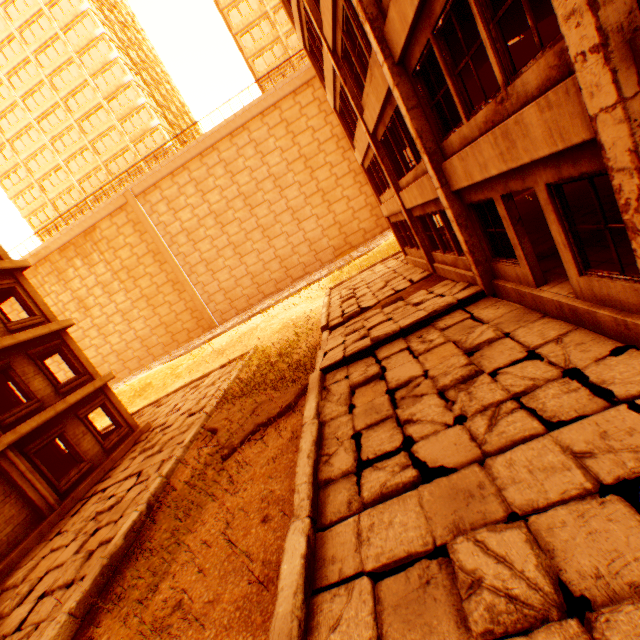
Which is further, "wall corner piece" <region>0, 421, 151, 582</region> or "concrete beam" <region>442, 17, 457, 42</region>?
"wall corner piece" <region>0, 421, 151, 582</region>

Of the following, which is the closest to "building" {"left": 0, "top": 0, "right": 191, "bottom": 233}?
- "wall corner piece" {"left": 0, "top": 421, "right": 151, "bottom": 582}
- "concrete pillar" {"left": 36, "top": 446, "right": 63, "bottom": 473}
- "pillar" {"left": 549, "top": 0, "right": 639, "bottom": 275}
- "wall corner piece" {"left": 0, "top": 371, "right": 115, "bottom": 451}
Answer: "wall corner piece" {"left": 0, "top": 371, "right": 115, "bottom": 451}

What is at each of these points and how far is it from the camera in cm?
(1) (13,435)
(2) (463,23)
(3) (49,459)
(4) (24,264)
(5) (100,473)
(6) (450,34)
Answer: (1) wall corner piece, 1088
(2) concrete beam, 683
(3) concrete pillar, 1628
(4) wall corner piece, 1429
(5) wall corner piece, 1291
(6) concrete beam, 689

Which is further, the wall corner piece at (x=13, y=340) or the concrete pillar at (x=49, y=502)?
the wall corner piece at (x=13, y=340)

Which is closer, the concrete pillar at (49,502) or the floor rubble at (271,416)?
the floor rubble at (271,416)

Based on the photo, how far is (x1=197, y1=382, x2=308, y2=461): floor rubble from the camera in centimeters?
880cm

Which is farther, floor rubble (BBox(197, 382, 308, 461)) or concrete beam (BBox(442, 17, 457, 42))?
floor rubble (BBox(197, 382, 308, 461))

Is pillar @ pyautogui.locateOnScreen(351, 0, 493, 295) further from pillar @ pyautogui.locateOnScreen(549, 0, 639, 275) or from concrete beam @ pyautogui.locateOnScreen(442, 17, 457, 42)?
pillar @ pyautogui.locateOnScreen(549, 0, 639, 275)
